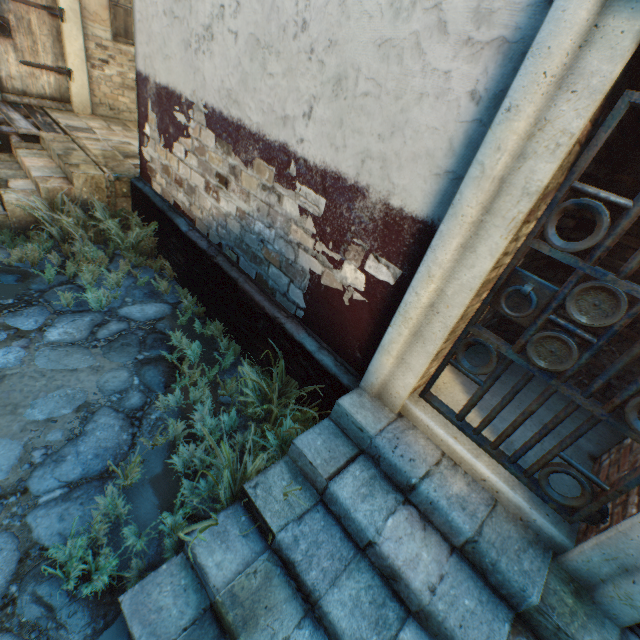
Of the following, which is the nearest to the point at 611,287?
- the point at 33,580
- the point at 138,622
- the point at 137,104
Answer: the point at 138,622

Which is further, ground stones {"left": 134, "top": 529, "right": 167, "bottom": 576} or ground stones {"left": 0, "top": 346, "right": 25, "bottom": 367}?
ground stones {"left": 0, "top": 346, "right": 25, "bottom": 367}

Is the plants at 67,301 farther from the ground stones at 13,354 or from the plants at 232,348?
the plants at 232,348

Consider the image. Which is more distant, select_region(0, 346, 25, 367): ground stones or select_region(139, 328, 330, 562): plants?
select_region(0, 346, 25, 367): ground stones

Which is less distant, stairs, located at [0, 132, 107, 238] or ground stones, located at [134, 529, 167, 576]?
ground stones, located at [134, 529, 167, 576]

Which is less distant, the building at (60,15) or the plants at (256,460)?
the building at (60,15)

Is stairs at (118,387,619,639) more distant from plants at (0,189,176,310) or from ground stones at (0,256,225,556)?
plants at (0,189,176,310)

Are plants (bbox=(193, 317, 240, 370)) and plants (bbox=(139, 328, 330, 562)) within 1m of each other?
yes
